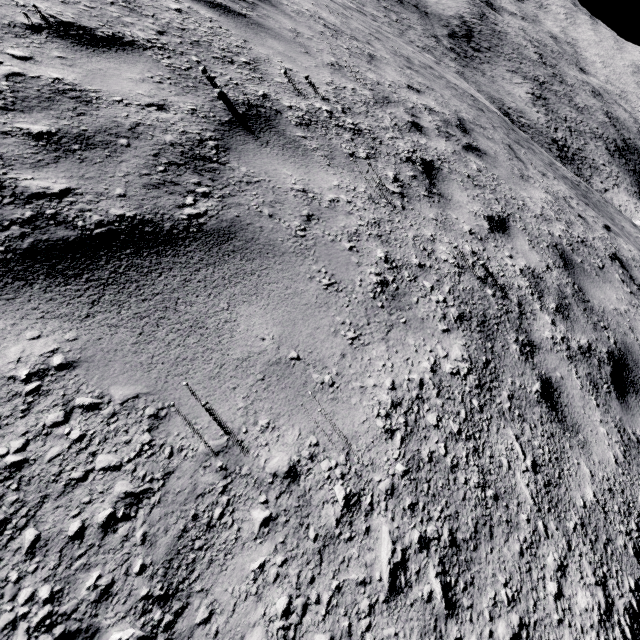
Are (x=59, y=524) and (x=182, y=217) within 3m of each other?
yes
